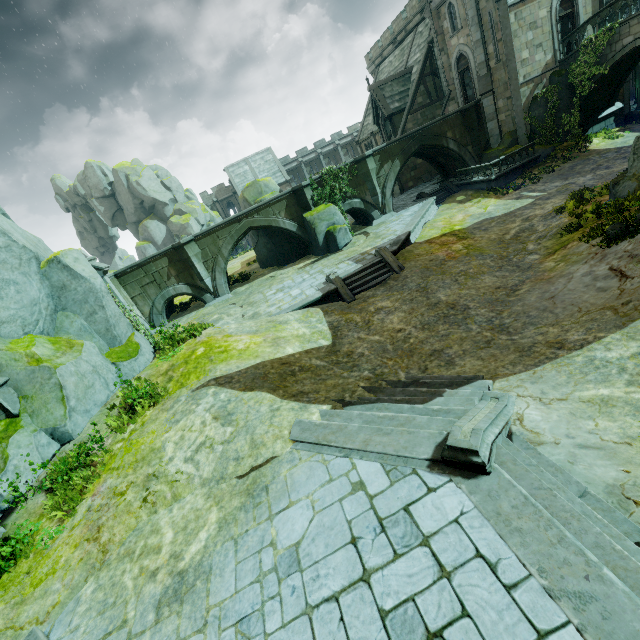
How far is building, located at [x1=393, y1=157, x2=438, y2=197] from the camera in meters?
32.5

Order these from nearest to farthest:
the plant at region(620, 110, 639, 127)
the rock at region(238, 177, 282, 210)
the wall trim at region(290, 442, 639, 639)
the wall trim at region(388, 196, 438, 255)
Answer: the wall trim at region(290, 442, 639, 639)
the wall trim at region(388, 196, 438, 255)
the plant at region(620, 110, 639, 127)
the rock at region(238, 177, 282, 210)

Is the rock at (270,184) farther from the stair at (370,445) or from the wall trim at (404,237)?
the stair at (370,445)

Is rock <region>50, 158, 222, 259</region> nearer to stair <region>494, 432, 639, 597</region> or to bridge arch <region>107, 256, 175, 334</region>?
bridge arch <region>107, 256, 175, 334</region>

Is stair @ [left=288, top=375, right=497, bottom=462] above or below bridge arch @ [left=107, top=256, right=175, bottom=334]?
below

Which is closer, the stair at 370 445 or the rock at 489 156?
the stair at 370 445

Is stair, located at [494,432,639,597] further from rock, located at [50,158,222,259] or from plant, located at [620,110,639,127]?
rock, located at [50,158,222,259]

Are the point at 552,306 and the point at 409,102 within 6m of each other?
no
